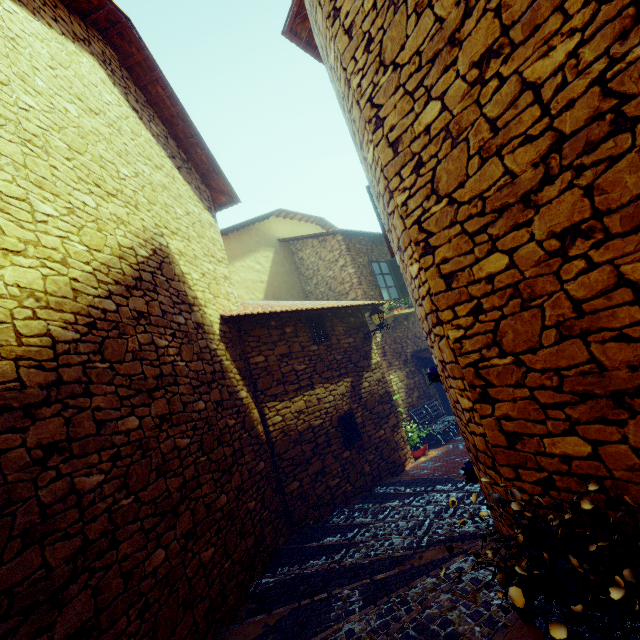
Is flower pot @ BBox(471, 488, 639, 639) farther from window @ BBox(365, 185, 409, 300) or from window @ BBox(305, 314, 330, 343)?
window @ BBox(365, 185, 409, 300)

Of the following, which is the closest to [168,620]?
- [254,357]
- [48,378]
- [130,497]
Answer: [130,497]

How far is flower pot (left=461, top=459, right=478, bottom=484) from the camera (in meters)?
4.81

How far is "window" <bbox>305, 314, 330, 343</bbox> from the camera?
7.71m

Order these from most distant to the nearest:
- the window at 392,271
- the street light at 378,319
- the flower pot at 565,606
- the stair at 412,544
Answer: the street light at 378,319 < the window at 392,271 < the stair at 412,544 < the flower pot at 565,606

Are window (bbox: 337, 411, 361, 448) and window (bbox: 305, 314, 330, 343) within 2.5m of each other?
yes

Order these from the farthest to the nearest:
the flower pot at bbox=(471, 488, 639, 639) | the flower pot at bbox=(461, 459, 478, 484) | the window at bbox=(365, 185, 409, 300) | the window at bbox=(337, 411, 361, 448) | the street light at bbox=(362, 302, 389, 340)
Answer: the street light at bbox=(362, 302, 389, 340), the window at bbox=(337, 411, 361, 448), the window at bbox=(365, 185, 409, 300), the flower pot at bbox=(461, 459, 478, 484), the flower pot at bbox=(471, 488, 639, 639)

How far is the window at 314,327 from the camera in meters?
7.7
